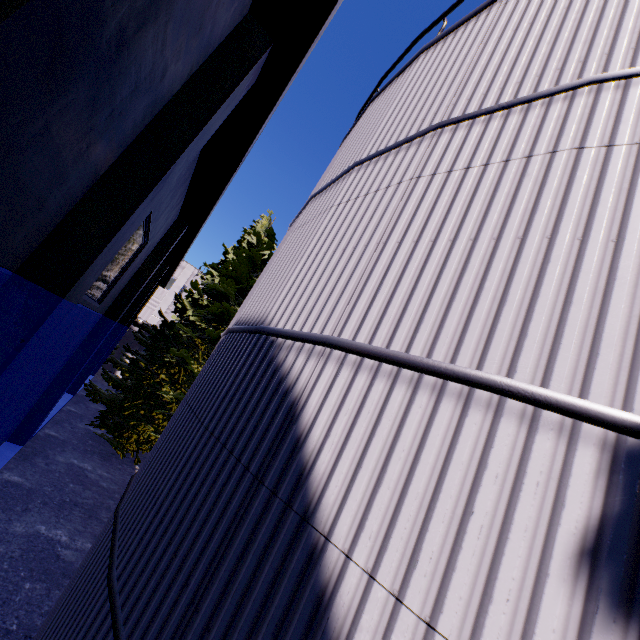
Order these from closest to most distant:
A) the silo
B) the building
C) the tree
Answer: the silo < the building < the tree

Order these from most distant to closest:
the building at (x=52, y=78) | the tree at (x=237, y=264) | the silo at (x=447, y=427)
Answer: the tree at (x=237, y=264) < the building at (x=52, y=78) < the silo at (x=447, y=427)

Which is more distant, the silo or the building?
the building

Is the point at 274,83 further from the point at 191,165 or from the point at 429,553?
the point at 429,553

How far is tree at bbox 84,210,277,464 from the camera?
14.6 meters

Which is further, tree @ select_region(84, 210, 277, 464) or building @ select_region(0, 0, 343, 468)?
tree @ select_region(84, 210, 277, 464)

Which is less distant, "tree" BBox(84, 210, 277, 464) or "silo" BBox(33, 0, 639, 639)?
"silo" BBox(33, 0, 639, 639)

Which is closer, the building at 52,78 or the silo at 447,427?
the silo at 447,427
